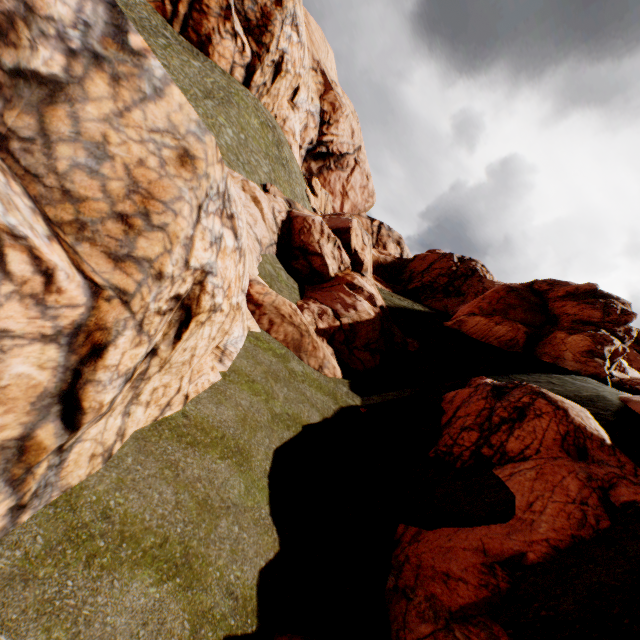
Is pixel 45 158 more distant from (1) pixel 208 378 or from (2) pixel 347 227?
(2) pixel 347 227

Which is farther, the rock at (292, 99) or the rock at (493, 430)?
the rock at (292, 99)

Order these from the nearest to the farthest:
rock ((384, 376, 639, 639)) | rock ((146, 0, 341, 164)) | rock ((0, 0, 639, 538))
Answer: rock ((0, 0, 639, 538)) → rock ((384, 376, 639, 639)) → rock ((146, 0, 341, 164))

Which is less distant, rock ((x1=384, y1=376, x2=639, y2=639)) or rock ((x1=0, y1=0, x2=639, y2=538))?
rock ((x1=0, y1=0, x2=639, y2=538))

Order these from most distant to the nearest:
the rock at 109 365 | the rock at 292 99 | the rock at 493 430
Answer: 1. the rock at 292 99
2. the rock at 493 430
3. the rock at 109 365

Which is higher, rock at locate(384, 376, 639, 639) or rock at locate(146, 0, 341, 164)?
rock at locate(146, 0, 341, 164)
